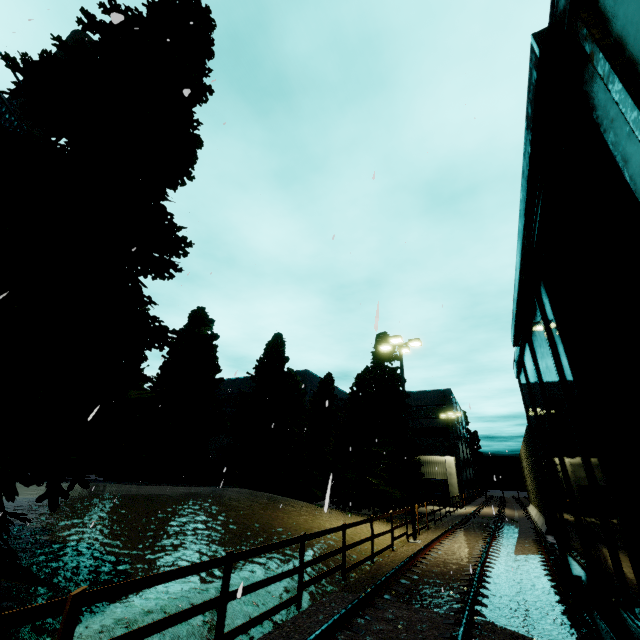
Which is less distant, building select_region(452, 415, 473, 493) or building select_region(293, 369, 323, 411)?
building select_region(293, 369, 323, 411)

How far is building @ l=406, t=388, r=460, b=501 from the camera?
37.4 meters

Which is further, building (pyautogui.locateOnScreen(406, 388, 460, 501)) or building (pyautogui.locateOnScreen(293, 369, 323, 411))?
building (pyautogui.locateOnScreen(293, 369, 323, 411))

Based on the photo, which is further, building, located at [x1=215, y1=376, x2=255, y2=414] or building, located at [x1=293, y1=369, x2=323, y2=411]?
building, located at [x1=215, y1=376, x2=255, y2=414]

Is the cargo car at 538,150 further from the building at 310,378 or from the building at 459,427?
the building at 310,378

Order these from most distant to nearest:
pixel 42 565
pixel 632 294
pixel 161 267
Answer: pixel 161 267, pixel 42 565, pixel 632 294

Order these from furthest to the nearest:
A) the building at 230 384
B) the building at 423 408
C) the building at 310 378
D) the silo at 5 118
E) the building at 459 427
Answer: the building at 230 384 → the building at 459 427 → the building at 310 378 → the building at 423 408 → the silo at 5 118

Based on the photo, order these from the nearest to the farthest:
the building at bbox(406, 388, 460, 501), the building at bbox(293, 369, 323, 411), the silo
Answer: the silo < the building at bbox(406, 388, 460, 501) < the building at bbox(293, 369, 323, 411)
